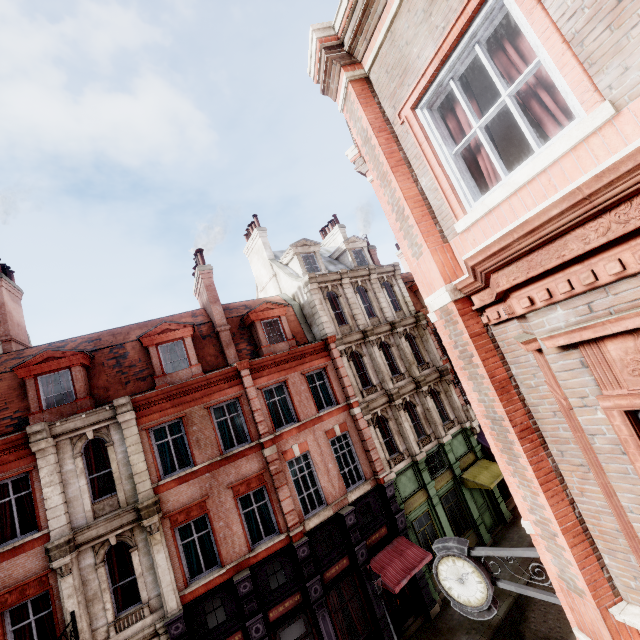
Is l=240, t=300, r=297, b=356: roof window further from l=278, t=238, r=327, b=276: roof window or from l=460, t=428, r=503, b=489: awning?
l=460, t=428, r=503, b=489: awning

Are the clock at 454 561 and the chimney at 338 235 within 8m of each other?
no

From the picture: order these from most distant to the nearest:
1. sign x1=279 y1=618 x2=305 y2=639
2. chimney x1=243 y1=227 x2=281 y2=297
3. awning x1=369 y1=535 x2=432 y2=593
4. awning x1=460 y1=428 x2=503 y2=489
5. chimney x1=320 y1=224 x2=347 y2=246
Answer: chimney x1=320 y1=224 x2=347 y2=246 < chimney x1=243 y1=227 x2=281 y2=297 < awning x1=460 y1=428 x2=503 y2=489 < awning x1=369 y1=535 x2=432 y2=593 < sign x1=279 y1=618 x2=305 y2=639

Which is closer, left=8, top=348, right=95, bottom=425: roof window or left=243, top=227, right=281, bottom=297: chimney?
left=8, top=348, right=95, bottom=425: roof window

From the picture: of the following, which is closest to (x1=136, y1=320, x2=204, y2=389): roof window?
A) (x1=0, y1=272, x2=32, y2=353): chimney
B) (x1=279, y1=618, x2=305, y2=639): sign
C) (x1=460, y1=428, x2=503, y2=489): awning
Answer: (x1=0, y1=272, x2=32, y2=353): chimney

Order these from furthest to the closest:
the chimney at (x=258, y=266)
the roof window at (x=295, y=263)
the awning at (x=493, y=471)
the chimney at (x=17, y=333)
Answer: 1. the chimney at (x=258, y=266)
2. the roof window at (x=295, y=263)
3. the awning at (x=493, y=471)
4. the chimney at (x=17, y=333)

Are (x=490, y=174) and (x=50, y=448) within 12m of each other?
no

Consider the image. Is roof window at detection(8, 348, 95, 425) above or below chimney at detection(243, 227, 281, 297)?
below
